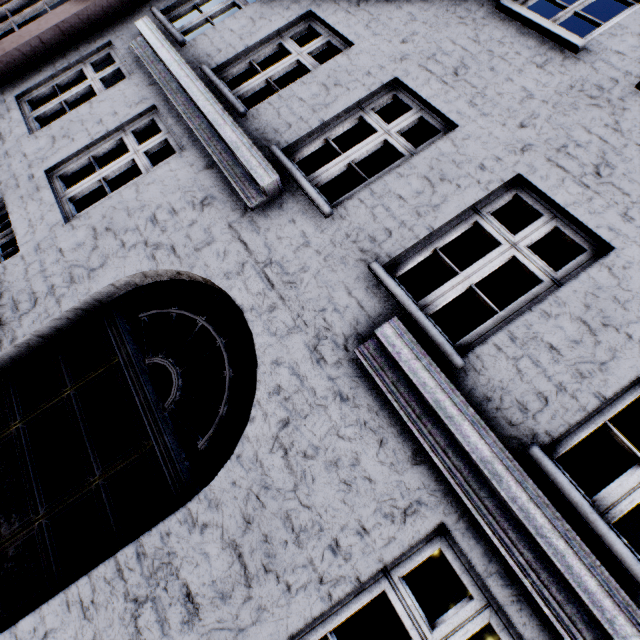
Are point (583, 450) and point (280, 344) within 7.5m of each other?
no
